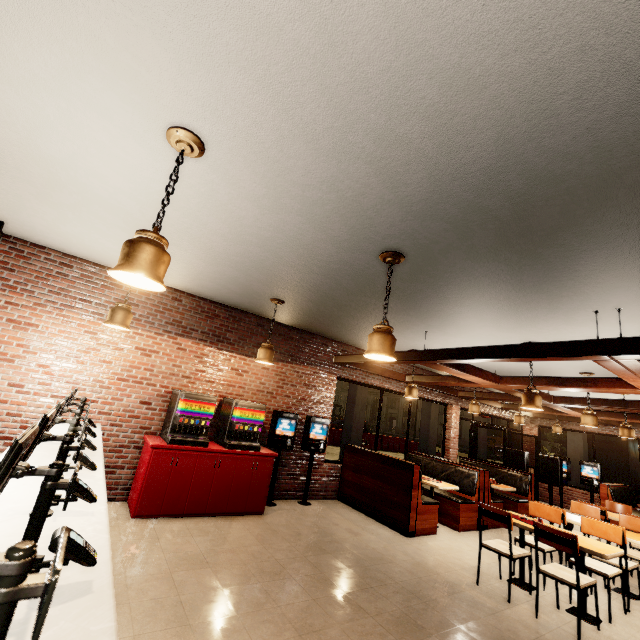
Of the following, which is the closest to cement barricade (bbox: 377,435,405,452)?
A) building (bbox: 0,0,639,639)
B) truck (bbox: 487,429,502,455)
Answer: building (bbox: 0,0,639,639)

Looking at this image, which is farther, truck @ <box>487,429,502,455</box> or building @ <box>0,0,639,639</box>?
truck @ <box>487,429,502,455</box>

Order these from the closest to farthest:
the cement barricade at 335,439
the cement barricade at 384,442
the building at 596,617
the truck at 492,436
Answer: the building at 596,617 < the cement barricade at 335,439 < the cement barricade at 384,442 < the truck at 492,436

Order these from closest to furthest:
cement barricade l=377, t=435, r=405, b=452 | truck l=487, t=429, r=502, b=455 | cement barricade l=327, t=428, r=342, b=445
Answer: cement barricade l=327, t=428, r=342, b=445
cement barricade l=377, t=435, r=405, b=452
truck l=487, t=429, r=502, b=455

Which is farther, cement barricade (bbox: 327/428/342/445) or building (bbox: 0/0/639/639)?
cement barricade (bbox: 327/428/342/445)

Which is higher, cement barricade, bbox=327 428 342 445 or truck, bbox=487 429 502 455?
truck, bbox=487 429 502 455

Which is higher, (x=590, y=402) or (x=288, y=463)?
(x=590, y=402)

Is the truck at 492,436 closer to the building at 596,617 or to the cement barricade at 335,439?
the cement barricade at 335,439
